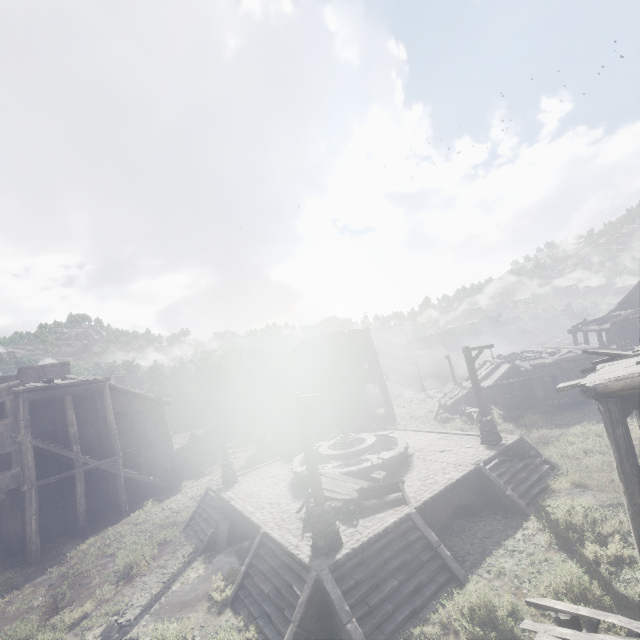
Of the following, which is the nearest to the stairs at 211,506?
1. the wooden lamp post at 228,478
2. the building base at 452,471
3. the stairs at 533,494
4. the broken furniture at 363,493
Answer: the building base at 452,471

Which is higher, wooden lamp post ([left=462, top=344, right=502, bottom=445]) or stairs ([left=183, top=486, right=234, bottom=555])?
wooden lamp post ([left=462, top=344, right=502, bottom=445])

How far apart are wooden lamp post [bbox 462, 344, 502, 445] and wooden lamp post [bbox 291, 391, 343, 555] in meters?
9.1

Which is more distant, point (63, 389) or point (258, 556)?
point (63, 389)

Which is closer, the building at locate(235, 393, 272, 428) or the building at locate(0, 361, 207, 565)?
the building at locate(0, 361, 207, 565)

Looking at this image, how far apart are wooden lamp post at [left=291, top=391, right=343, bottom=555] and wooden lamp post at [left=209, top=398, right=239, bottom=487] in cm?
912

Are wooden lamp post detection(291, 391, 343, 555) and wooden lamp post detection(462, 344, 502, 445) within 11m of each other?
yes

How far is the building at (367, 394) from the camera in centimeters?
3128cm
